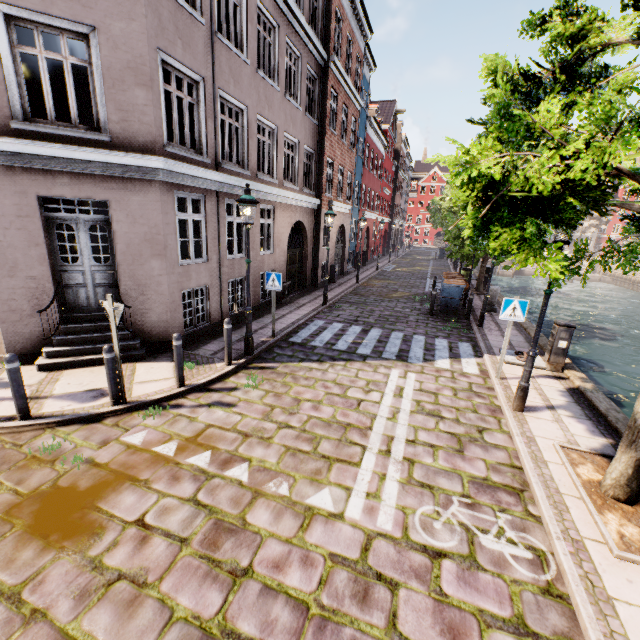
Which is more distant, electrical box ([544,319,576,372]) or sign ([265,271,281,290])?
sign ([265,271,281,290])

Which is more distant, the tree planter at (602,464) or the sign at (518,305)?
the sign at (518,305)

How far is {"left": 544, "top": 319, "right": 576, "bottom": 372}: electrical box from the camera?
7.8 meters

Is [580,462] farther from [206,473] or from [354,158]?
[354,158]

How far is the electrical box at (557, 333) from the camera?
7.78m

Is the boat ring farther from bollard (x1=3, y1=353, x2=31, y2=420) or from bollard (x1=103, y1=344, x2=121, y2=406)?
bollard (x1=3, y1=353, x2=31, y2=420)

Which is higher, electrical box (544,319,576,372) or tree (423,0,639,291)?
tree (423,0,639,291)

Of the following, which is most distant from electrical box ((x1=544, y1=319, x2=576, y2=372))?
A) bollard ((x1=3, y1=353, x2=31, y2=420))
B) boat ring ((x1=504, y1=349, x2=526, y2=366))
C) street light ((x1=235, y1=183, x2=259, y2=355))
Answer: bollard ((x1=3, y1=353, x2=31, y2=420))
